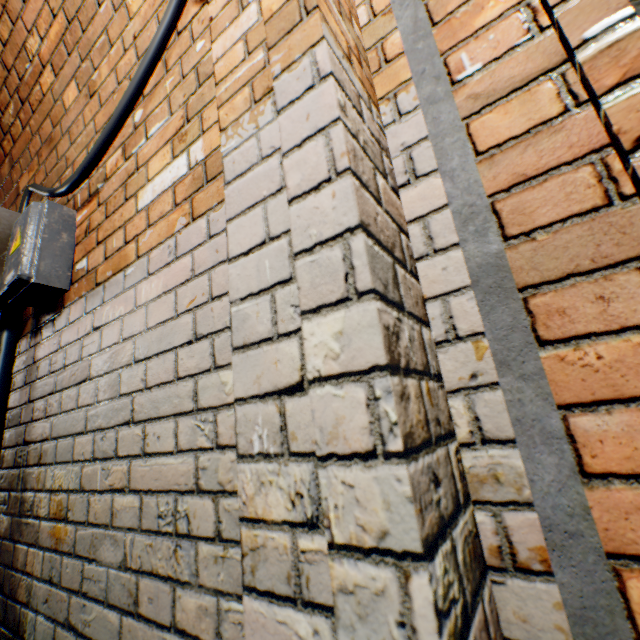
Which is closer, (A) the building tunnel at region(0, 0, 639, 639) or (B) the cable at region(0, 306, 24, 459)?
(A) the building tunnel at region(0, 0, 639, 639)

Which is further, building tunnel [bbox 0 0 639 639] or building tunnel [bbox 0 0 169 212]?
building tunnel [bbox 0 0 169 212]

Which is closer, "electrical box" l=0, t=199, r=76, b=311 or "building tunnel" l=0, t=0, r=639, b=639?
"building tunnel" l=0, t=0, r=639, b=639

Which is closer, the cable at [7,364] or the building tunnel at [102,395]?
the building tunnel at [102,395]

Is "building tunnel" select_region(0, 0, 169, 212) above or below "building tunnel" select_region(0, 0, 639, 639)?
above

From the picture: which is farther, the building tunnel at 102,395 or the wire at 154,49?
the wire at 154,49

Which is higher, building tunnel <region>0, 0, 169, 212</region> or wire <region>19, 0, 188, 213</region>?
building tunnel <region>0, 0, 169, 212</region>

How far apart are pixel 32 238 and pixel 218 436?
1.30m
